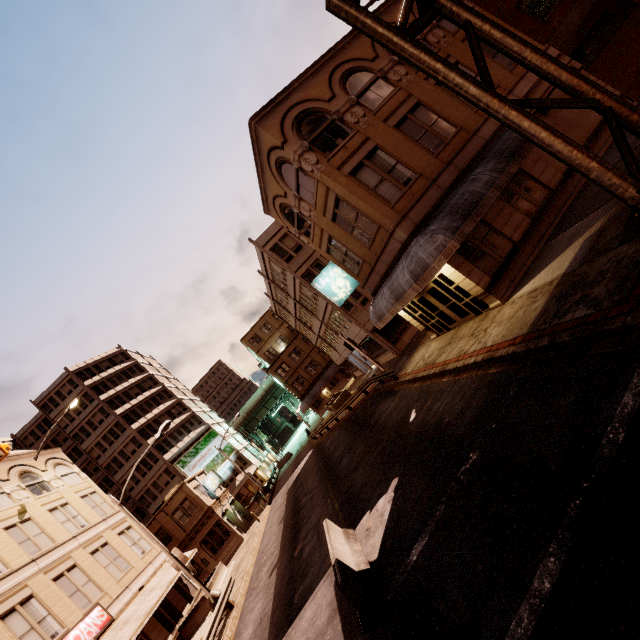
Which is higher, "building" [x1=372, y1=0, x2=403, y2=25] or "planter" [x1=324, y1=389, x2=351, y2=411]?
"building" [x1=372, y1=0, x2=403, y2=25]

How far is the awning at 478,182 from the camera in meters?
11.9

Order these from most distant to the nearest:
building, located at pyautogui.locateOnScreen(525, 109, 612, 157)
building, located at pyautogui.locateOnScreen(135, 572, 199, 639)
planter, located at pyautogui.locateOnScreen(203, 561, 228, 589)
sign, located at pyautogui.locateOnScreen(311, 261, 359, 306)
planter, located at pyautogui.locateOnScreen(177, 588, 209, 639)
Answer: planter, located at pyautogui.locateOnScreen(203, 561, 228, 589), planter, located at pyautogui.locateOnScreen(177, 588, 209, 639), building, located at pyautogui.locateOnScreen(135, 572, 199, 639), sign, located at pyautogui.locateOnScreen(311, 261, 359, 306), building, located at pyautogui.locateOnScreen(525, 109, 612, 157)

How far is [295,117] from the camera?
14.6 meters

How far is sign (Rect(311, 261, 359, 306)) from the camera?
19.72m

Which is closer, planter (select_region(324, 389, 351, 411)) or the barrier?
the barrier

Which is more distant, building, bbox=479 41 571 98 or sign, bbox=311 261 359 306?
sign, bbox=311 261 359 306

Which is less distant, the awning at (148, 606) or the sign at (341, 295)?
the awning at (148, 606)
